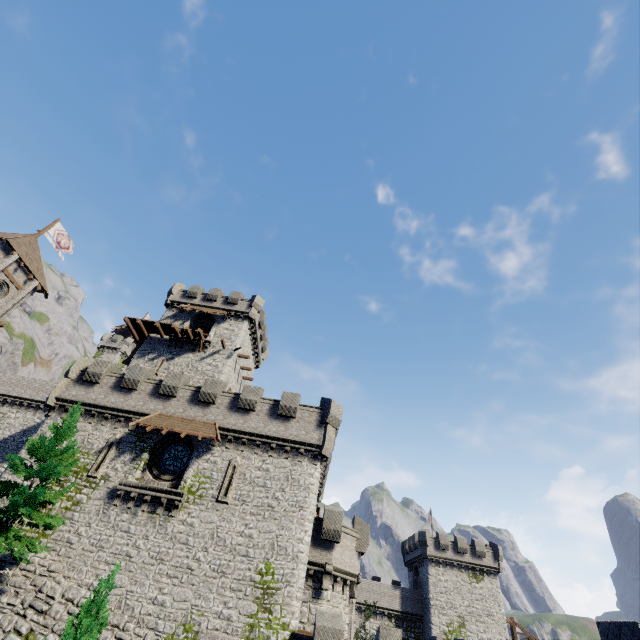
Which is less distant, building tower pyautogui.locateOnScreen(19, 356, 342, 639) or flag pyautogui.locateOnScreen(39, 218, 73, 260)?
building tower pyautogui.locateOnScreen(19, 356, 342, 639)

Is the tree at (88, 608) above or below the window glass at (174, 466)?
below

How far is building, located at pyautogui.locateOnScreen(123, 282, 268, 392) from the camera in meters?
32.5 m

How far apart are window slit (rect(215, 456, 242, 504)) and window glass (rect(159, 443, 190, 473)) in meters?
2.8 m

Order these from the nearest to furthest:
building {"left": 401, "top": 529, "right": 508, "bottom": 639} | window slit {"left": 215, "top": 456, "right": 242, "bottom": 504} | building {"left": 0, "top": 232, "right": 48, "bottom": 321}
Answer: window slit {"left": 215, "top": 456, "right": 242, "bottom": 504} < building {"left": 0, "top": 232, "right": 48, "bottom": 321} < building {"left": 401, "top": 529, "right": 508, "bottom": 639}

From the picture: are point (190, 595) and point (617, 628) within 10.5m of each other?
no

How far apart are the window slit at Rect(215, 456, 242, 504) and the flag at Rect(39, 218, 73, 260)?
35.5 meters

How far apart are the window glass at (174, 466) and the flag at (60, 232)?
31.50m
